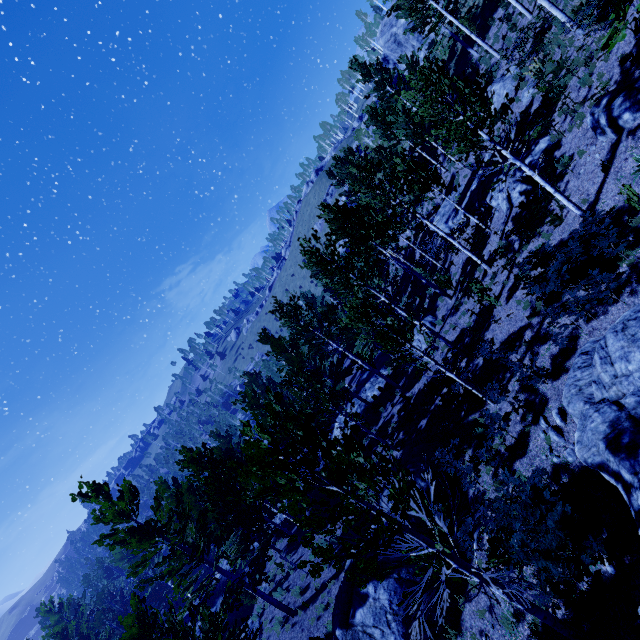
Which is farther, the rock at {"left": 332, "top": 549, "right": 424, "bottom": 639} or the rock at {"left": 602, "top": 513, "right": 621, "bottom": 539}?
the rock at {"left": 332, "top": 549, "right": 424, "bottom": 639}

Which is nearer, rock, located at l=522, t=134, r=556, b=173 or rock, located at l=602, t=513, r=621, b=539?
rock, located at l=602, t=513, r=621, b=539

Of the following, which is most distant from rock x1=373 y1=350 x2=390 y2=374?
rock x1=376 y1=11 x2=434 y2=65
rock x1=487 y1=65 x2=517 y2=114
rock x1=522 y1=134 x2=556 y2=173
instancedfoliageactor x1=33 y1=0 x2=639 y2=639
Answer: rock x1=376 y1=11 x2=434 y2=65

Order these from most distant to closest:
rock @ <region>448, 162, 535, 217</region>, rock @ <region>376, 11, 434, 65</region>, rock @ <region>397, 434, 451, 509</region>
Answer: rock @ <region>376, 11, 434, 65</region>
rock @ <region>448, 162, 535, 217</region>
rock @ <region>397, 434, 451, 509</region>

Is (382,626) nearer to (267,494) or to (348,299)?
(267,494)

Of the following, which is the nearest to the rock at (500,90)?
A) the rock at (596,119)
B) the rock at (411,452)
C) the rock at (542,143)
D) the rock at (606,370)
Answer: the rock at (542,143)

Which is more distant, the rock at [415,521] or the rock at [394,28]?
the rock at [394,28]

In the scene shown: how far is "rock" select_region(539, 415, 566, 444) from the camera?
9.0 meters
